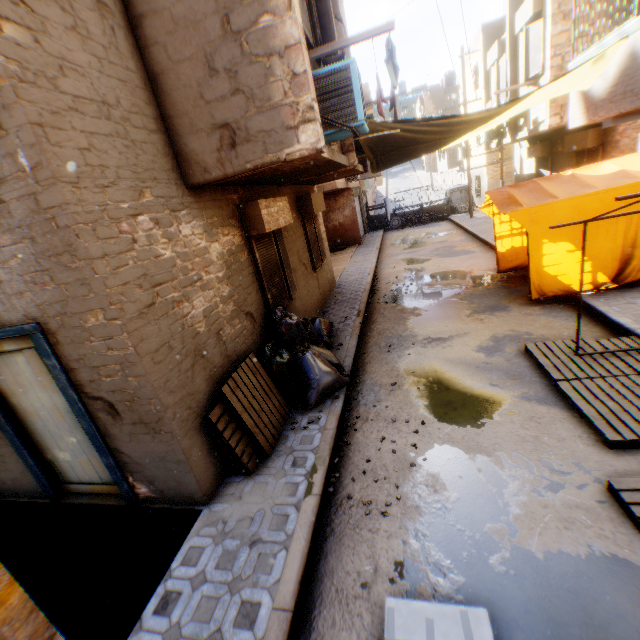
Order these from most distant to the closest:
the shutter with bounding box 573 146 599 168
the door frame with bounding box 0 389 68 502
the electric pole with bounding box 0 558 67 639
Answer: the shutter with bounding box 573 146 599 168 → the door frame with bounding box 0 389 68 502 → the electric pole with bounding box 0 558 67 639

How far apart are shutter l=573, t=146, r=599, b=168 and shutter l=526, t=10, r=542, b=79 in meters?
2.3 m

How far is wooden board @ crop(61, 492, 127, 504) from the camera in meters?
4.3

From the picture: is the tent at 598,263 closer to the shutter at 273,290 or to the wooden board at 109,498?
the shutter at 273,290

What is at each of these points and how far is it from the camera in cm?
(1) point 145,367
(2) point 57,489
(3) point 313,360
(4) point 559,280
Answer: (1) building, 328
(2) door frame, 449
(3) trash bag, 545
(4) tent, 710

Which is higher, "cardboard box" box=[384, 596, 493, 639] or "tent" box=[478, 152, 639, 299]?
"tent" box=[478, 152, 639, 299]

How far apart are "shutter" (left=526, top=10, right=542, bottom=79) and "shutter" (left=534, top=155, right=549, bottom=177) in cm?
361

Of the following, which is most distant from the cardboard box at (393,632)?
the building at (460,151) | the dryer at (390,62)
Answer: the building at (460,151)
